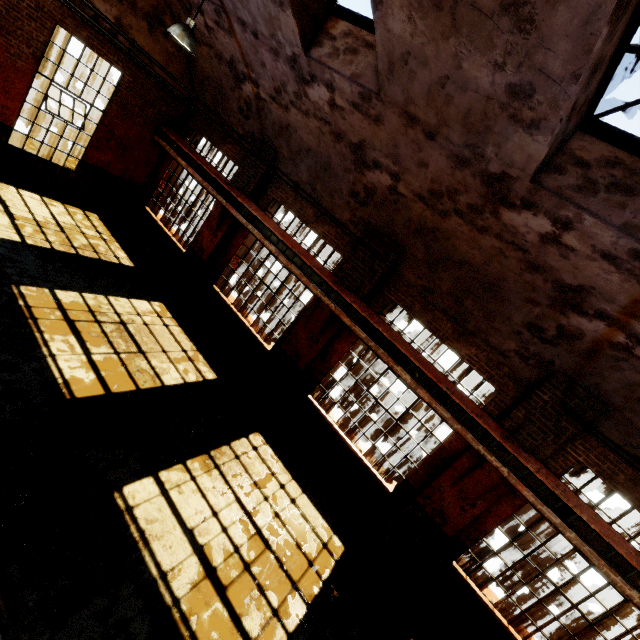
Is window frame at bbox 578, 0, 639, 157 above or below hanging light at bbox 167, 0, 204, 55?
above

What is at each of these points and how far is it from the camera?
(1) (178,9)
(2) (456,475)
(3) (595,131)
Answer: (1) building, 9.16m
(2) building, 6.89m
(3) window frame, 4.23m

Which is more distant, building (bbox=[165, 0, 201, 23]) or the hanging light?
building (bbox=[165, 0, 201, 23])

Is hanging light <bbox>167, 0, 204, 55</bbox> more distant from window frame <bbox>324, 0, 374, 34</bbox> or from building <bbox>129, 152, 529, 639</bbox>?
window frame <bbox>324, 0, 374, 34</bbox>

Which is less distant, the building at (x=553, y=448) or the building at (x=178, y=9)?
the building at (x=553, y=448)

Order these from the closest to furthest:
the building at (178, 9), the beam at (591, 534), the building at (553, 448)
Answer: the building at (553, 448) < the beam at (591, 534) < the building at (178, 9)

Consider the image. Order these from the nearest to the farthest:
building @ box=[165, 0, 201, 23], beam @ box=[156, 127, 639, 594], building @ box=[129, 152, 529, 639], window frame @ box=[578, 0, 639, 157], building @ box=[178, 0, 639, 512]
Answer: window frame @ box=[578, 0, 639, 157]
building @ box=[178, 0, 639, 512]
beam @ box=[156, 127, 639, 594]
building @ box=[129, 152, 529, 639]
building @ box=[165, 0, 201, 23]

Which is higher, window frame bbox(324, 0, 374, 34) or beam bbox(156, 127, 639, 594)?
window frame bbox(324, 0, 374, 34)
